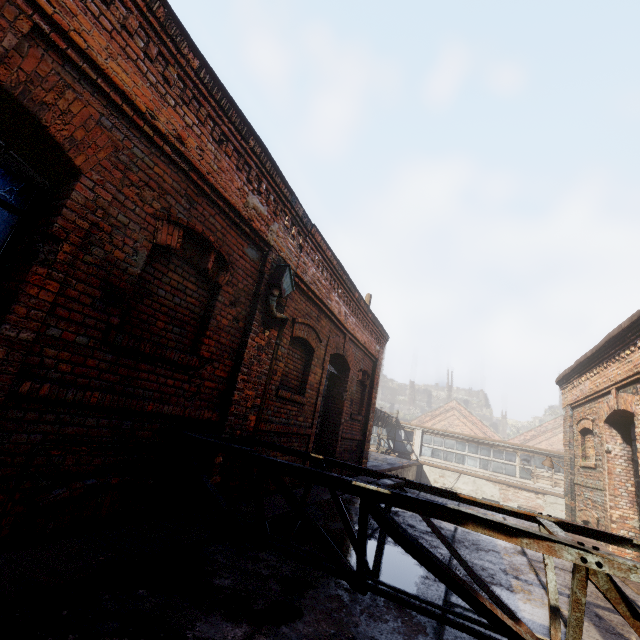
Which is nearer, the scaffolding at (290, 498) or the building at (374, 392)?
the scaffolding at (290, 498)

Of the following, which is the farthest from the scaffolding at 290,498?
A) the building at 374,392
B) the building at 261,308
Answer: the building at 374,392

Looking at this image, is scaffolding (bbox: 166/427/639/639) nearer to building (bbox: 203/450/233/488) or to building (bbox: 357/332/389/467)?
building (bbox: 203/450/233/488)

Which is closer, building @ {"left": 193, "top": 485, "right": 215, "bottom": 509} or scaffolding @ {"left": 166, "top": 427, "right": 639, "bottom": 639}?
scaffolding @ {"left": 166, "top": 427, "right": 639, "bottom": 639}

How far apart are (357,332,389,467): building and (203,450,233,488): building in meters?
5.8 m

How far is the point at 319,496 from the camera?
5.53m

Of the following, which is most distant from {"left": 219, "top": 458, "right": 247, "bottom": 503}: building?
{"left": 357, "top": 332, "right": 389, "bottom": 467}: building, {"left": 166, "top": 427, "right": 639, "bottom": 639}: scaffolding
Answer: {"left": 357, "top": 332, "right": 389, "bottom": 467}: building

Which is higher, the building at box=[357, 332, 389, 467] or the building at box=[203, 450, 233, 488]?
the building at box=[357, 332, 389, 467]
